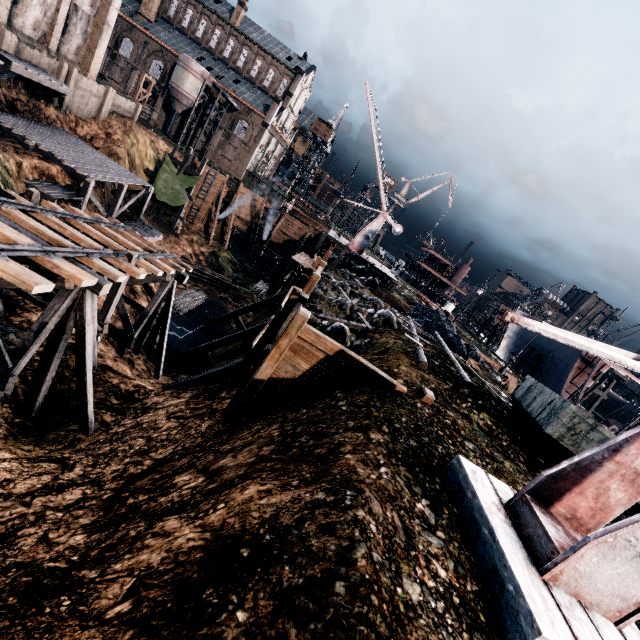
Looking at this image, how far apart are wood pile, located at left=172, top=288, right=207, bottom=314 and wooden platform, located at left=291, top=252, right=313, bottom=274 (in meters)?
13.42

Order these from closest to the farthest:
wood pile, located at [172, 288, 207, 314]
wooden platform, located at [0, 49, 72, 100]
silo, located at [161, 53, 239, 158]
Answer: wooden platform, located at [0, 49, 72, 100], wood pile, located at [172, 288, 207, 314], silo, located at [161, 53, 239, 158]

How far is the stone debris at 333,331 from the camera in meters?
13.7 m

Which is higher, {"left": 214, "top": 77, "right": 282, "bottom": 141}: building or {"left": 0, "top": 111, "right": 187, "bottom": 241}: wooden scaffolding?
{"left": 214, "top": 77, "right": 282, "bottom": 141}: building

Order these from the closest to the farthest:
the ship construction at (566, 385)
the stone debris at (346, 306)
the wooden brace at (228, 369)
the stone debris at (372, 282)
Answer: the wooden brace at (228, 369) → the stone debris at (346, 306) → the stone debris at (372, 282) → the ship construction at (566, 385)

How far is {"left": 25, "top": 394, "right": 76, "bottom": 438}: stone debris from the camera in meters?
Result: 11.8

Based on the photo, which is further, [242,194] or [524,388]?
[242,194]

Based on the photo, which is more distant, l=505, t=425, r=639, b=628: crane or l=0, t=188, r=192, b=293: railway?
l=0, t=188, r=192, b=293: railway
